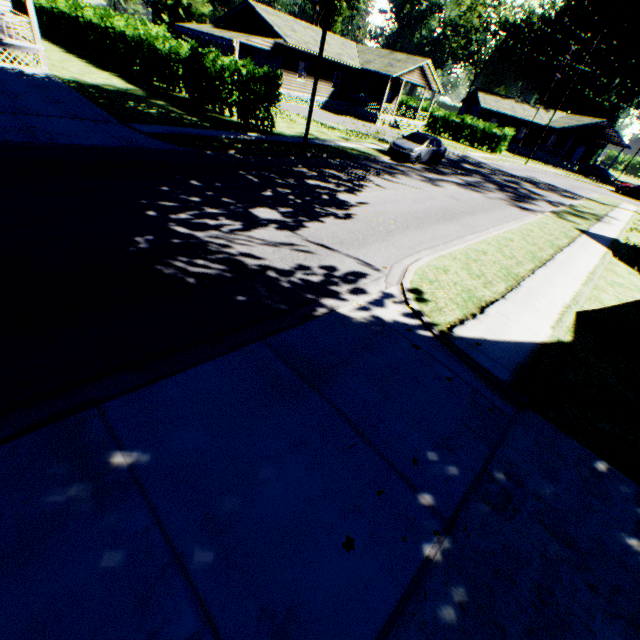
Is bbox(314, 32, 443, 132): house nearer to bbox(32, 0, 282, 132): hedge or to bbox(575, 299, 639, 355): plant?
bbox(32, 0, 282, 132): hedge

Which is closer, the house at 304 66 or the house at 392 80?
the house at 304 66

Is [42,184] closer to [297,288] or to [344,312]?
[297,288]

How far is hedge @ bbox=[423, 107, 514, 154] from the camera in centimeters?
3944cm

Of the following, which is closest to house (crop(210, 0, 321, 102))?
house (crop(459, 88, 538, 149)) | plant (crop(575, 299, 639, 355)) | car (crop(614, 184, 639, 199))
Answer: house (crop(459, 88, 538, 149))

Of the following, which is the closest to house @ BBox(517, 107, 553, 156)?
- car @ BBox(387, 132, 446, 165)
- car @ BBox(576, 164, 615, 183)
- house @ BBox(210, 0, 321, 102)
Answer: car @ BBox(576, 164, 615, 183)

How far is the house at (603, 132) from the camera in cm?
4519

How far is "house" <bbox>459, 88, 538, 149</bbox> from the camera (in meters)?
48.78
